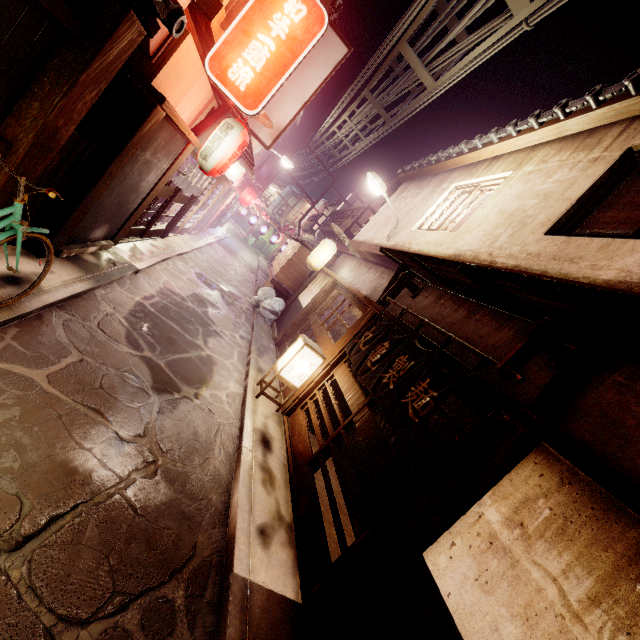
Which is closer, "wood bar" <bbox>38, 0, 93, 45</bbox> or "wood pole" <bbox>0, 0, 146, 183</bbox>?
"wood bar" <bbox>38, 0, 93, 45</bbox>

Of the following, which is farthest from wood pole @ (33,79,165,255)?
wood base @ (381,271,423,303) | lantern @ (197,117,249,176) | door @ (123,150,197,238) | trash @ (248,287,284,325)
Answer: trash @ (248,287,284,325)

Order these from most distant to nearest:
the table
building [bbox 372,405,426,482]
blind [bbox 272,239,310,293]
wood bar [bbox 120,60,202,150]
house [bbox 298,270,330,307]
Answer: the table < blind [bbox 272,239,310,293] < house [bbox 298,270,330,307] < building [bbox 372,405,426,482] < wood bar [bbox 120,60,202,150]

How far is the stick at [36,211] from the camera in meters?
7.6 m

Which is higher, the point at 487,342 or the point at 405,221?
the point at 405,221

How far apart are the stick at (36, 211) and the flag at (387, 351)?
9.0m

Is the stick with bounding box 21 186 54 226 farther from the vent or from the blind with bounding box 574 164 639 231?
the blind with bounding box 574 164 639 231

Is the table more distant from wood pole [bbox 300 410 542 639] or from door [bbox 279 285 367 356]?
wood pole [bbox 300 410 542 639]
